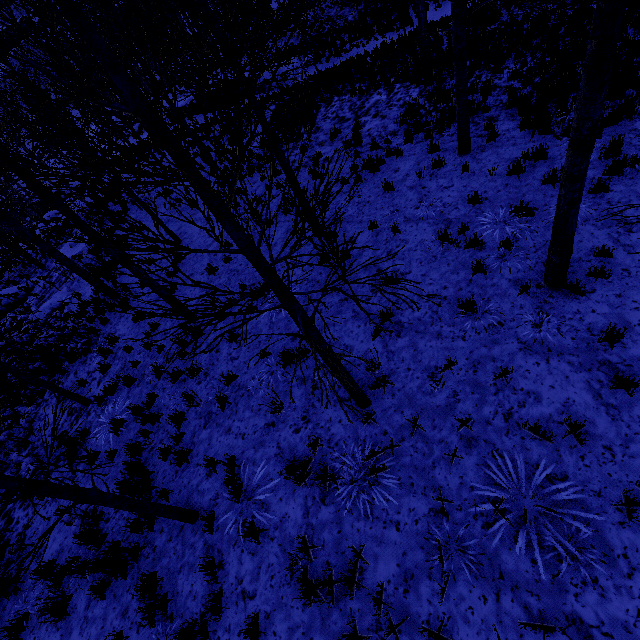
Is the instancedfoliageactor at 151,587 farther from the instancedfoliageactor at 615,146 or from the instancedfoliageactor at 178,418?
the instancedfoliageactor at 615,146

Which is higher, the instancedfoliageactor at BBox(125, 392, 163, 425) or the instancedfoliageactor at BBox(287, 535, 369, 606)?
the instancedfoliageactor at BBox(287, 535, 369, 606)

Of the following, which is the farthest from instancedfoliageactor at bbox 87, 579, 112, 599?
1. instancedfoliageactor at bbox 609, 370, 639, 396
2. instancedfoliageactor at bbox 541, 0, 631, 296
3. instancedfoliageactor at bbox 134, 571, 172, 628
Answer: instancedfoliageactor at bbox 541, 0, 631, 296

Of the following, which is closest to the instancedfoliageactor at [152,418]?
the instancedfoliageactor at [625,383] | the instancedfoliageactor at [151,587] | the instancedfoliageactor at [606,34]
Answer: the instancedfoliageactor at [151,587]

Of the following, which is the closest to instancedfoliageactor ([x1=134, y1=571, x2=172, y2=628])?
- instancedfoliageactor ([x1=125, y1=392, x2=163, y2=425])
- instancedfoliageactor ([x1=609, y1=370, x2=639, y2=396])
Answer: instancedfoliageactor ([x1=125, y1=392, x2=163, y2=425])

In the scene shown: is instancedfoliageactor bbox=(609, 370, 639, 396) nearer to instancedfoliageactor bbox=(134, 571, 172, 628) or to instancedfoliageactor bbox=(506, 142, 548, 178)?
instancedfoliageactor bbox=(506, 142, 548, 178)

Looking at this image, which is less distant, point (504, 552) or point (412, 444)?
point (504, 552)

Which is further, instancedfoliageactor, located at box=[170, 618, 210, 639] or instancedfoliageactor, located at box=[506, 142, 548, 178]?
instancedfoliageactor, located at box=[506, 142, 548, 178]
